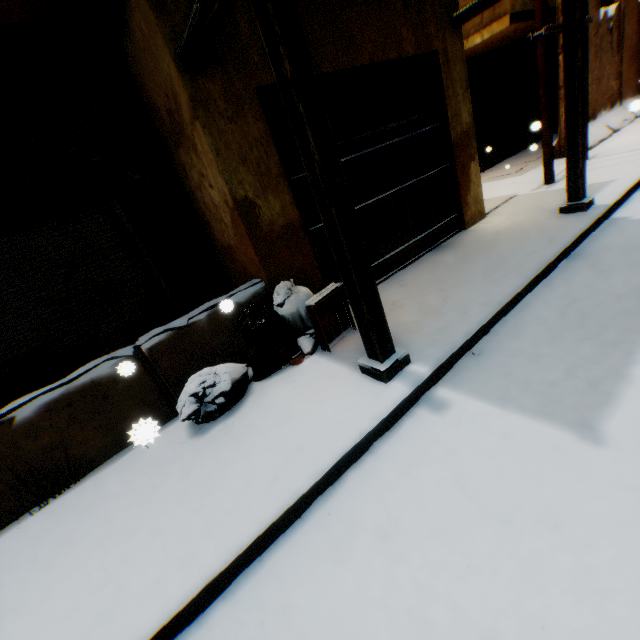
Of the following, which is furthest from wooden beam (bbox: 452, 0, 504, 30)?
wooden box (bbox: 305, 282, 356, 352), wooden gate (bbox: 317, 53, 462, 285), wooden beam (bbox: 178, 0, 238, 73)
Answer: wooden box (bbox: 305, 282, 356, 352)

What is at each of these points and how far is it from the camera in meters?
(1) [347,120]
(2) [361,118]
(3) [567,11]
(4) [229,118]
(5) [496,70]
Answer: (1) rolling overhead door, 4.6
(2) rolling overhead door, 4.7
(3) wooden beam, 4.0
(4) building, 3.3
(5) rolling overhead door, 11.1

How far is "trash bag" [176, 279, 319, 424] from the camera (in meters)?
3.06

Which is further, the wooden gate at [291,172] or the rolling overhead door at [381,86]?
the rolling overhead door at [381,86]

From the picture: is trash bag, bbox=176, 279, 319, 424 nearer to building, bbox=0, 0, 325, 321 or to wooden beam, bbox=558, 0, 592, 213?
building, bbox=0, 0, 325, 321

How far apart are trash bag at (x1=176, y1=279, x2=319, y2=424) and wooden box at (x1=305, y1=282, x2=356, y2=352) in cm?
8

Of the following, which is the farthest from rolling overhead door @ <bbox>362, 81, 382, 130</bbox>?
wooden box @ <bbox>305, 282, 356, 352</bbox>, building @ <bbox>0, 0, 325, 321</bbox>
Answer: wooden box @ <bbox>305, 282, 356, 352</bbox>

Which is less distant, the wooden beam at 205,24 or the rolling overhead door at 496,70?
the wooden beam at 205,24
